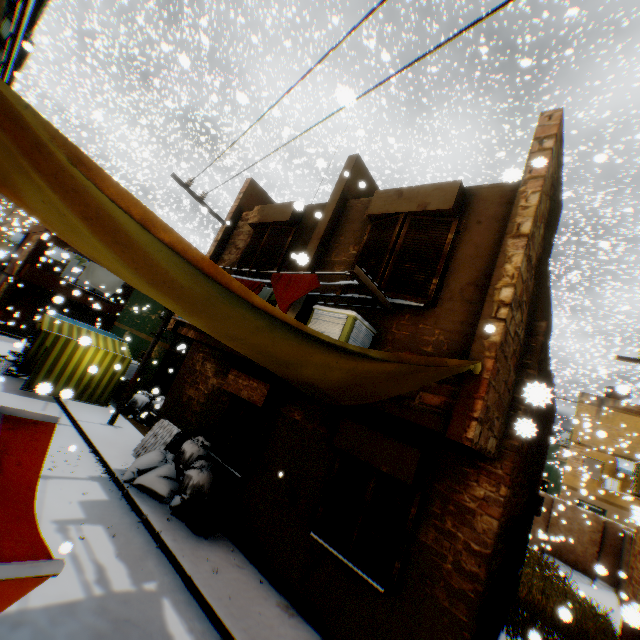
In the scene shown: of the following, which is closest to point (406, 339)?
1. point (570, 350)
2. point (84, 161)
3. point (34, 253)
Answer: point (84, 161)

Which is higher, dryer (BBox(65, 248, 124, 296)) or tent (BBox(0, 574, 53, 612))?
dryer (BBox(65, 248, 124, 296))

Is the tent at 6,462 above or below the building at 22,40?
below

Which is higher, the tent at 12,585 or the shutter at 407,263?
the shutter at 407,263

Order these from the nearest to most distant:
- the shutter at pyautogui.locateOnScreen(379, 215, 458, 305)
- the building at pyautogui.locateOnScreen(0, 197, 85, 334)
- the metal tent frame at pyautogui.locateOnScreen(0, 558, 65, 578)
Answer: the metal tent frame at pyautogui.locateOnScreen(0, 558, 65, 578), the shutter at pyautogui.locateOnScreen(379, 215, 458, 305), the building at pyautogui.locateOnScreen(0, 197, 85, 334)

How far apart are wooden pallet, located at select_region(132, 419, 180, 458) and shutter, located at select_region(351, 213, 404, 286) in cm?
661

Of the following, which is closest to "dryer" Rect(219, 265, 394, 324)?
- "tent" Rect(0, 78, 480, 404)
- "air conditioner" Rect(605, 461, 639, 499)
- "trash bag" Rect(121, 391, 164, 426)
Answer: "tent" Rect(0, 78, 480, 404)

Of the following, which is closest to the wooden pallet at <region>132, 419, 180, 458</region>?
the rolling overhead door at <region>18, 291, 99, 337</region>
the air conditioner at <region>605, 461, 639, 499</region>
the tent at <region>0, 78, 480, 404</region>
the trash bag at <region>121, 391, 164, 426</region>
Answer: the trash bag at <region>121, 391, 164, 426</region>
